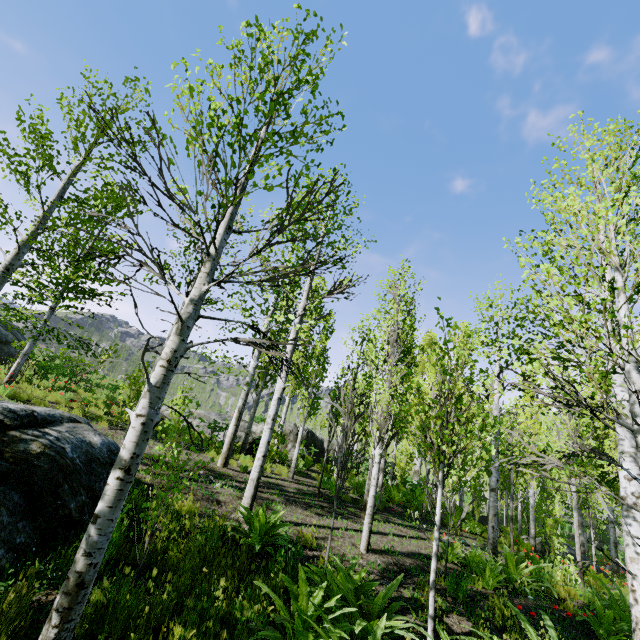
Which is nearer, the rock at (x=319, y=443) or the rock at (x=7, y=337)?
the rock at (x=7, y=337)

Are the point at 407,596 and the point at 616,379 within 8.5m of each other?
yes

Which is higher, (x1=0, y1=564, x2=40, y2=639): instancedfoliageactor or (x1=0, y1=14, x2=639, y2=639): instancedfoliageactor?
(x1=0, y1=14, x2=639, y2=639): instancedfoliageactor

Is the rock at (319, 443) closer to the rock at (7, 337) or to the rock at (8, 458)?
the rock at (7, 337)

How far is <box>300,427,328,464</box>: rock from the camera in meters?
19.7

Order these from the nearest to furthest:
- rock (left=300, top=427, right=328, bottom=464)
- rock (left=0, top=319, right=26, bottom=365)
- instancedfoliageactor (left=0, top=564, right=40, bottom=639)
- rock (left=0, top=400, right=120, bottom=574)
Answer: instancedfoliageactor (left=0, top=564, right=40, bottom=639), rock (left=0, top=400, right=120, bottom=574), rock (left=0, top=319, right=26, bottom=365), rock (left=300, top=427, right=328, bottom=464)

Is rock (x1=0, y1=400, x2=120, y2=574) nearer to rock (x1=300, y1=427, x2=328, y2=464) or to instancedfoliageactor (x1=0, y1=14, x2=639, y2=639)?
instancedfoliageactor (x1=0, y1=14, x2=639, y2=639)

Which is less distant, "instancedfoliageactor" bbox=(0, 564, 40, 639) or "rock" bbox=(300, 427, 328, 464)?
"instancedfoliageactor" bbox=(0, 564, 40, 639)
